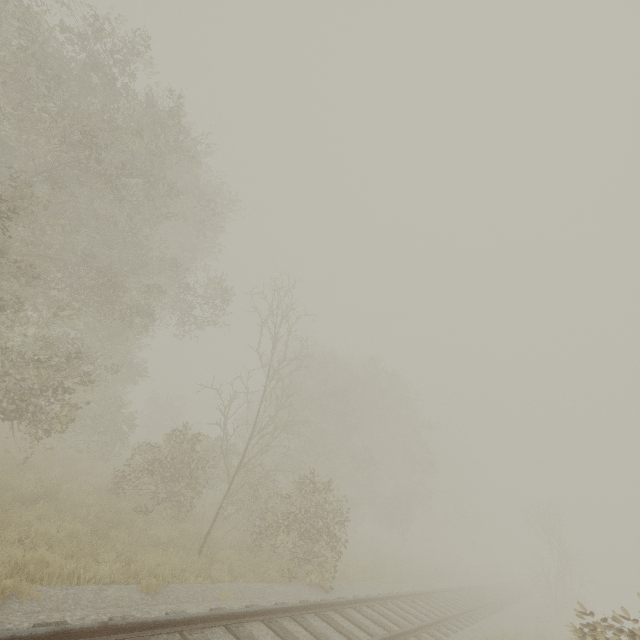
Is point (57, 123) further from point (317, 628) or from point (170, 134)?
point (317, 628)
